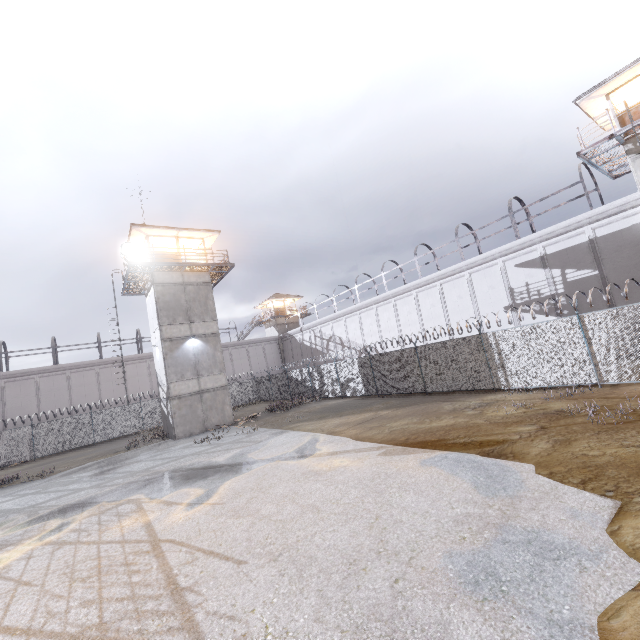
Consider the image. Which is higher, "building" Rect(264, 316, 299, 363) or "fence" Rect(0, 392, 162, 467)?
"building" Rect(264, 316, 299, 363)

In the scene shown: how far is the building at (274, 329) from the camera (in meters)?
48.06

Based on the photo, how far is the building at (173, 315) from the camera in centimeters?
2189cm

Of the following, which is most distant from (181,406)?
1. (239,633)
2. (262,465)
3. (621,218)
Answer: (621,218)

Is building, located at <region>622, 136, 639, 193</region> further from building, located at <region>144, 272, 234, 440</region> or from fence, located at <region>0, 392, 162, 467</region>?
building, located at <region>144, 272, 234, 440</region>

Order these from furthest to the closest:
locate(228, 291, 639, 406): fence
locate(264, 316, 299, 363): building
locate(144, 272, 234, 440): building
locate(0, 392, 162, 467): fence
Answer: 1. locate(264, 316, 299, 363): building
2. locate(0, 392, 162, 467): fence
3. locate(144, 272, 234, 440): building
4. locate(228, 291, 639, 406): fence

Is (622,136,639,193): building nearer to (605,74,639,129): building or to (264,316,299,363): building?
(605,74,639,129): building

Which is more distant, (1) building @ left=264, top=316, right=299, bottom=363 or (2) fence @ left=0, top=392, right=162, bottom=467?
(1) building @ left=264, top=316, right=299, bottom=363
